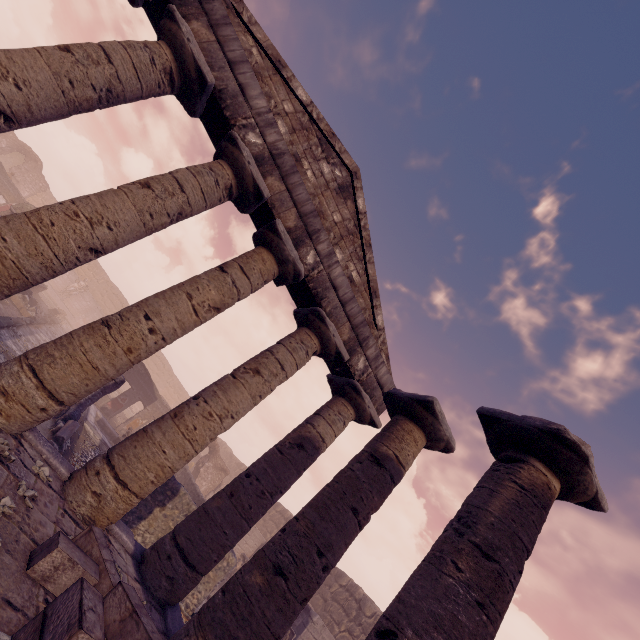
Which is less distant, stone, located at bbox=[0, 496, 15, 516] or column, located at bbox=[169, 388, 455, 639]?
stone, located at bbox=[0, 496, 15, 516]

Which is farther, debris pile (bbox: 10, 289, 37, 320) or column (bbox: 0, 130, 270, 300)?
debris pile (bbox: 10, 289, 37, 320)

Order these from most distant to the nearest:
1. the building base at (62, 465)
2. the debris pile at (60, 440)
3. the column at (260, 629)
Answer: the debris pile at (60, 440), the building base at (62, 465), the column at (260, 629)

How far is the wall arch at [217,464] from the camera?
21.3m

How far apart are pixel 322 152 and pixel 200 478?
21.4 meters

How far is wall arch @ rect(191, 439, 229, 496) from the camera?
21.3m

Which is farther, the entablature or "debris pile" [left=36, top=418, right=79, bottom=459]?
"debris pile" [left=36, top=418, right=79, bottom=459]

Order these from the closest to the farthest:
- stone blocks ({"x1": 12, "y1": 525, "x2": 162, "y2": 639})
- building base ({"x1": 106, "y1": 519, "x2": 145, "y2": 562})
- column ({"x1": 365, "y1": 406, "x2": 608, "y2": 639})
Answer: stone blocks ({"x1": 12, "y1": 525, "x2": 162, "y2": 639}) → column ({"x1": 365, "y1": 406, "x2": 608, "y2": 639}) → building base ({"x1": 106, "y1": 519, "x2": 145, "y2": 562})
